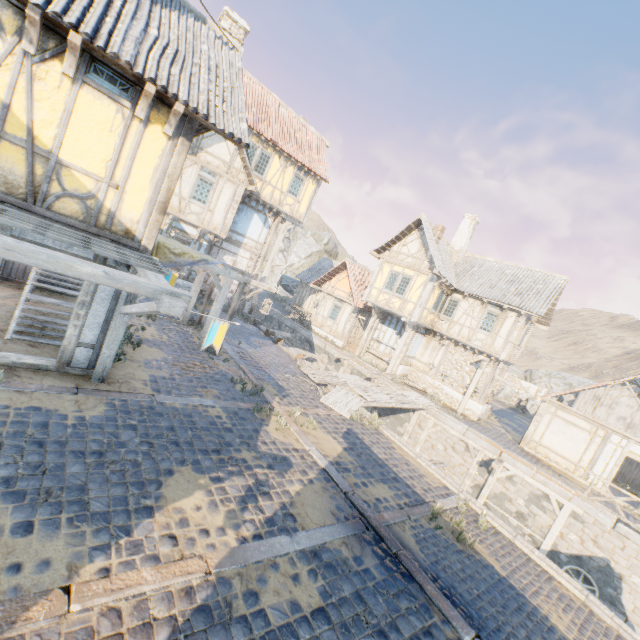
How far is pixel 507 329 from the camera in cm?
1880

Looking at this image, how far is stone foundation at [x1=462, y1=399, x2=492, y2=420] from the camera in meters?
19.3

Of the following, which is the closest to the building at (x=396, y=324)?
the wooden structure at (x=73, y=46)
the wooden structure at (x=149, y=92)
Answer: the wooden structure at (x=149, y=92)

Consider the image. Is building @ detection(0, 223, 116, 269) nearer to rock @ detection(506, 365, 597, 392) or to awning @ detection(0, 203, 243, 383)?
awning @ detection(0, 203, 243, 383)

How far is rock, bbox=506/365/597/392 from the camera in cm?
3384

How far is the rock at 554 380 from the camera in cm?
3384

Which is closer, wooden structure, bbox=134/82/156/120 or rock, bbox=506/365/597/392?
wooden structure, bbox=134/82/156/120

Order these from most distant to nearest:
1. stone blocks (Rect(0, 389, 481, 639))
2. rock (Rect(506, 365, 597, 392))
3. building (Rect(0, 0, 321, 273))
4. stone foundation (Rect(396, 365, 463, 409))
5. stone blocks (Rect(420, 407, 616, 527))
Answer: rock (Rect(506, 365, 597, 392)) → stone foundation (Rect(396, 365, 463, 409)) → stone blocks (Rect(420, 407, 616, 527)) → building (Rect(0, 0, 321, 273)) → stone blocks (Rect(0, 389, 481, 639))
